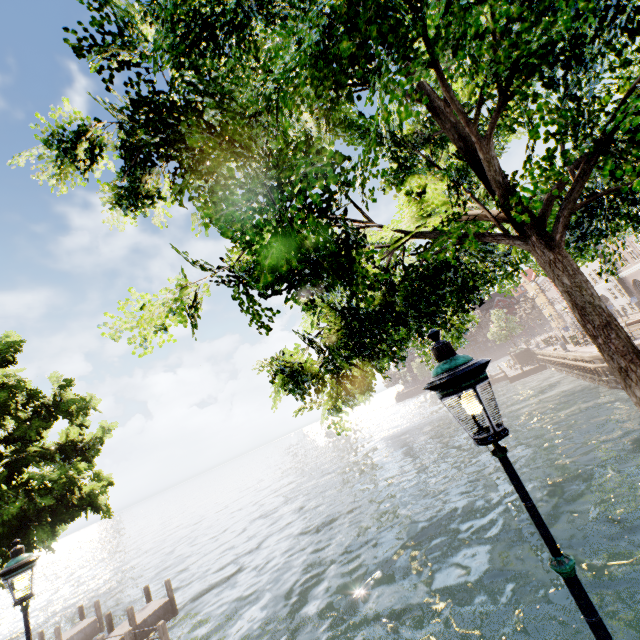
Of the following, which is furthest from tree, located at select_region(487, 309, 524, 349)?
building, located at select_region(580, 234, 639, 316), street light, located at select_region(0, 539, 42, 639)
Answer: street light, located at select_region(0, 539, 42, 639)

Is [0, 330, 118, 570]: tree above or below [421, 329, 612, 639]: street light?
above

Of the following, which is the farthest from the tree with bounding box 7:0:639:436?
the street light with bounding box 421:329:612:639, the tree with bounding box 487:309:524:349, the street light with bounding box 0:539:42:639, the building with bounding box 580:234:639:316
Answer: the tree with bounding box 487:309:524:349

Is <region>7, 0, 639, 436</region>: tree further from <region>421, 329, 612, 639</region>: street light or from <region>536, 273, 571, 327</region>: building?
<region>536, 273, 571, 327</region>: building

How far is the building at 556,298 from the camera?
53.0 meters

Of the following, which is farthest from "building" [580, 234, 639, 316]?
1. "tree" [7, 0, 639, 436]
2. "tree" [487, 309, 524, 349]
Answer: "tree" [487, 309, 524, 349]

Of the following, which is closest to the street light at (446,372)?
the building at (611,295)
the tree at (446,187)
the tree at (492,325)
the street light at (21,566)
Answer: the tree at (446,187)

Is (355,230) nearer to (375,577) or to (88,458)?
(88,458)
